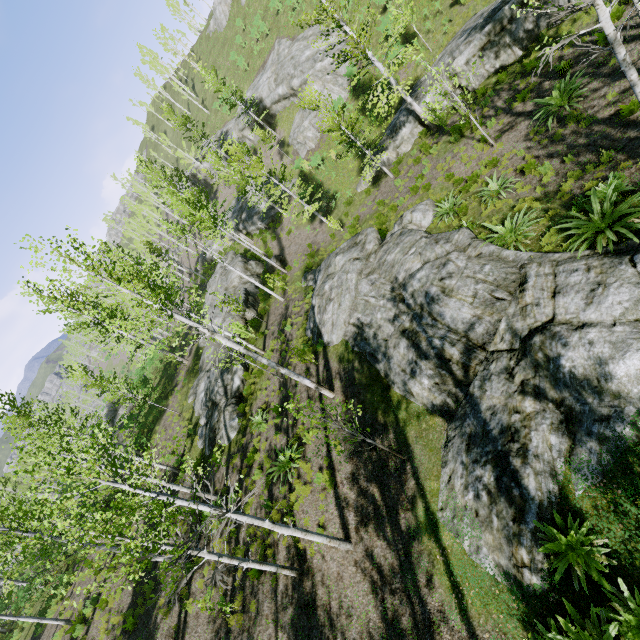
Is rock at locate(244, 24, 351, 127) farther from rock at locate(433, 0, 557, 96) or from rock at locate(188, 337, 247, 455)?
rock at locate(188, 337, 247, 455)

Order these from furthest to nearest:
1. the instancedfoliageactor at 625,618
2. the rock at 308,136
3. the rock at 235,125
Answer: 1. the rock at 235,125
2. the rock at 308,136
3. the instancedfoliageactor at 625,618

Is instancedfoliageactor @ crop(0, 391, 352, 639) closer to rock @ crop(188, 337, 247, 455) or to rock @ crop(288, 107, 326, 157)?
rock @ crop(188, 337, 247, 455)

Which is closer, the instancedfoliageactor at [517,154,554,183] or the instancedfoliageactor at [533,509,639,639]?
the instancedfoliageactor at [533,509,639,639]

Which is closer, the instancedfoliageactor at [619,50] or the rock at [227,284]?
the instancedfoliageactor at [619,50]

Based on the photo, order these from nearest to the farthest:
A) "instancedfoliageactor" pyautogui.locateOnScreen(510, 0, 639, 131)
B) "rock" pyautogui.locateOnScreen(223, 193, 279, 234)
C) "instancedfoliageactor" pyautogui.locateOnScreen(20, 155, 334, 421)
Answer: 1. "instancedfoliageactor" pyautogui.locateOnScreen(510, 0, 639, 131)
2. "instancedfoliageactor" pyautogui.locateOnScreen(20, 155, 334, 421)
3. "rock" pyautogui.locateOnScreen(223, 193, 279, 234)

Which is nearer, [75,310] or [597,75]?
[597,75]
